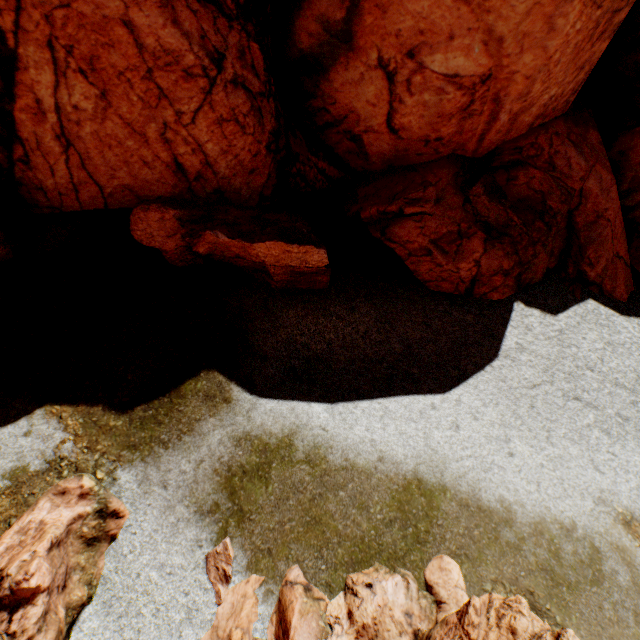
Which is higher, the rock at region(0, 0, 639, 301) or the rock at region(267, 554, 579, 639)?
the rock at region(0, 0, 639, 301)

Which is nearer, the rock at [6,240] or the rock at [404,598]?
the rock at [404,598]

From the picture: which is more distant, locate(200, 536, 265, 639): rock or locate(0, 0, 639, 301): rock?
locate(0, 0, 639, 301): rock

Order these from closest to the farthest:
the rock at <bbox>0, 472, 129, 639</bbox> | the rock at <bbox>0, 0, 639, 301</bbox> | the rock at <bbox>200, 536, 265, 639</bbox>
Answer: the rock at <bbox>0, 472, 129, 639</bbox>, the rock at <bbox>200, 536, 265, 639</bbox>, the rock at <bbox>0, 0, 639, 301</bbox>

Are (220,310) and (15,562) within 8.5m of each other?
yes
